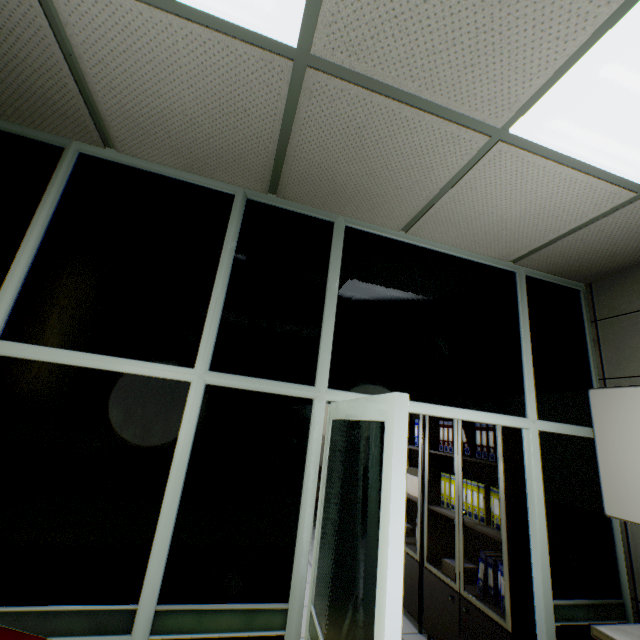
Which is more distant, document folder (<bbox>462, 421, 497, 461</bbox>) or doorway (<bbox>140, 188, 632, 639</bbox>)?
document folder (<bbox>462, 421, 497, 461</bbox>)

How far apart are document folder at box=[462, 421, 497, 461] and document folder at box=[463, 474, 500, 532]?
0.3 meters

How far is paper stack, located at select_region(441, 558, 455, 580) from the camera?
3.0m

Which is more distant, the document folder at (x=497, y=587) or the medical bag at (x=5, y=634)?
the document folder at (x=497, y=587)

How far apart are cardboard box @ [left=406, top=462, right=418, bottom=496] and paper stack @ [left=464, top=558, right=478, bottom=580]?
0.6m

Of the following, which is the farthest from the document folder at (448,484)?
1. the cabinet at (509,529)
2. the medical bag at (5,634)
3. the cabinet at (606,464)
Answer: the medical bag at (5,634)

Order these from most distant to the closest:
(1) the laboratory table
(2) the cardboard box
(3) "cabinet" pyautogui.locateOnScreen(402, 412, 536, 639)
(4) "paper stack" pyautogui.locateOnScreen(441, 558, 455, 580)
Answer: (2) the cardboard box < (4) "paper stack" pyautogui.locateOnScreen(441, 558, 455, 580) < (3) "cabinet" pyautogui.locateOnScreen(402, 412, 536, 639) < (1) the laboratory table

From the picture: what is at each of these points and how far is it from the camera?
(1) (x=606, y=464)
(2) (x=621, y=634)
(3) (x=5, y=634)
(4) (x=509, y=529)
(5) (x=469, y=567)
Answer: (1) cabinet, 2.06m
(2) laboratory table, 1.74m
(3) medical bag, 1.03m
(4) cabinet, 2.44m
(5) paper stack, 3.01m
